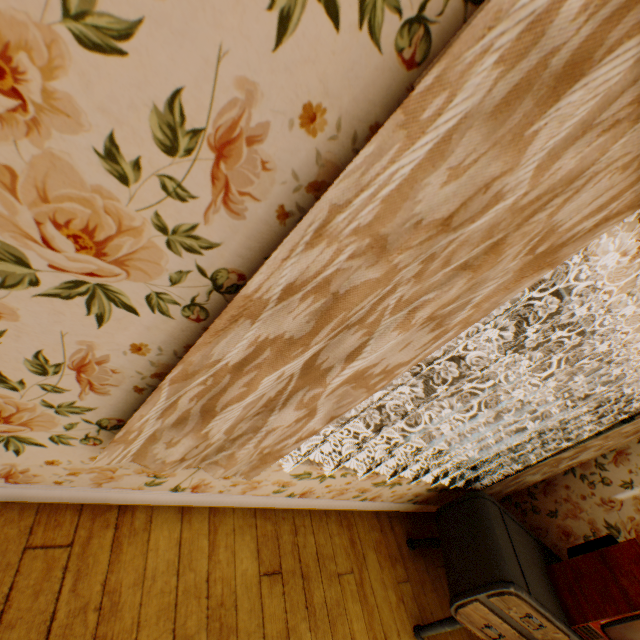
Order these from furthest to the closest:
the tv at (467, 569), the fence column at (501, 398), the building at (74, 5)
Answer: Answer: the fence column at (501, 398), the tv at (467, 569), the building at (74, 5)

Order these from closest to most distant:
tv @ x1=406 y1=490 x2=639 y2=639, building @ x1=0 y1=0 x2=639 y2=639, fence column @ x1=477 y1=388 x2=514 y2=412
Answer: building @ x1=0 y1=0 x2=639 y2=639, tv @ x1=406 y1=490 x2=639 y2=639, fence column @ x1=477 y1=388 x2=514 y2=412

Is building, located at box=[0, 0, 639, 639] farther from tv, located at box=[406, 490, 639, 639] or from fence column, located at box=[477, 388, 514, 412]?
fence column, located at box=[477, 388, 514, 412]

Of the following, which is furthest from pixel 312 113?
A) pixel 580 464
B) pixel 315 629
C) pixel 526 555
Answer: pixel 580 464

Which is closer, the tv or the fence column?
the tv

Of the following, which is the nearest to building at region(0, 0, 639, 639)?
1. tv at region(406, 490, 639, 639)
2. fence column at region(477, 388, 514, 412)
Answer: tv at region(406, 490, 639, 639)

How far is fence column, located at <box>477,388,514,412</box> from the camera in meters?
23.4

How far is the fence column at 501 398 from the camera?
23.4m
